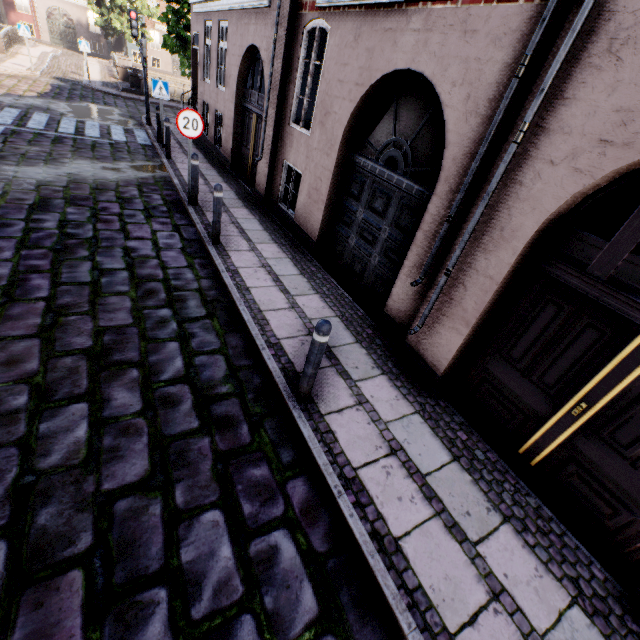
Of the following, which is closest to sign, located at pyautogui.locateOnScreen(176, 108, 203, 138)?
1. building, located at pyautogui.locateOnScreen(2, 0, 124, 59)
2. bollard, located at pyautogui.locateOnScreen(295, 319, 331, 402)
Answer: building, located at pyautogui.locateOnScreen(2, 0, 124, 59)

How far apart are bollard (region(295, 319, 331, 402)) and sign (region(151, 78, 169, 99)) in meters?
11.3

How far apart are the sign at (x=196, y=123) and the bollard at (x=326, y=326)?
5.9m

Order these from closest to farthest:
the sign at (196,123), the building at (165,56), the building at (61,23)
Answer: the sign at (196,123) < the building at (61,23) < the building at (165,56)

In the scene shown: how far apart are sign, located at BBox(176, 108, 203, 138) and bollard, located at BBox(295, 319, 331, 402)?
5.92m

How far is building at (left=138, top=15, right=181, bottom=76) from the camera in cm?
3741

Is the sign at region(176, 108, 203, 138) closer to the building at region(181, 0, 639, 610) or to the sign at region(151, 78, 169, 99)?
the building at region(181, 0, 639, 610)

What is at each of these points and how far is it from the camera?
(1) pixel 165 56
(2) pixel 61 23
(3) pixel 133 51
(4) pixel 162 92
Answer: (1) building, 39.6m
(2) building, 33.9m
(3) building, 42.3m
(4) sign, 10.2m
